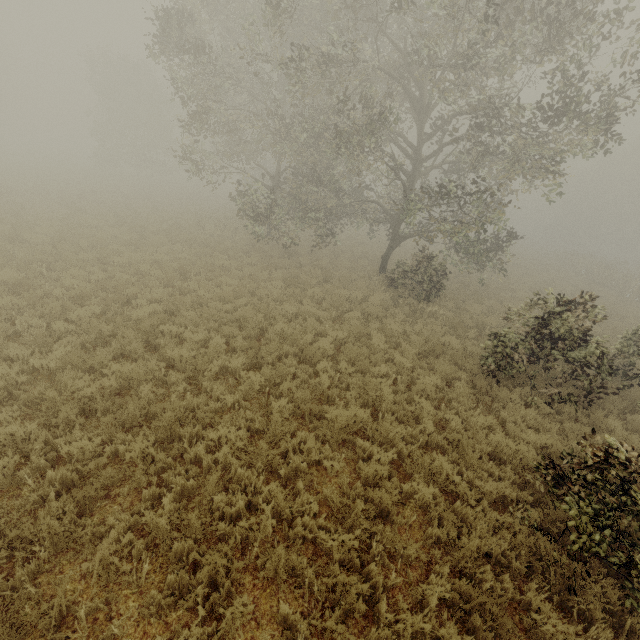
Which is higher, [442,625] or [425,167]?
[425,167]
